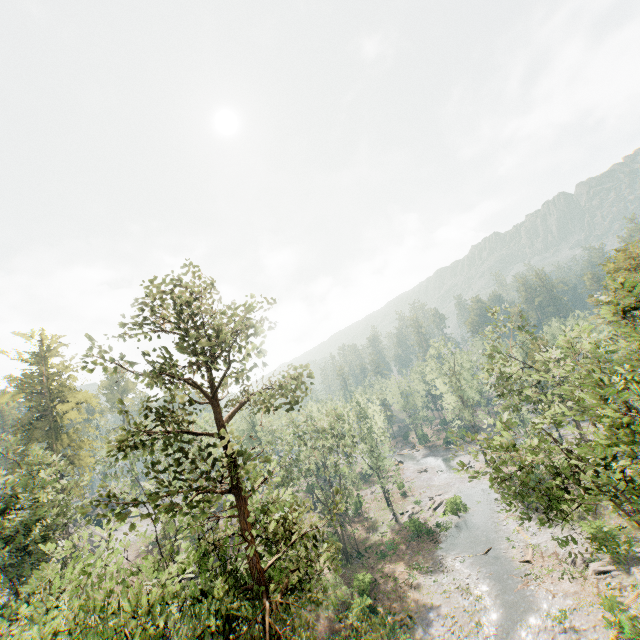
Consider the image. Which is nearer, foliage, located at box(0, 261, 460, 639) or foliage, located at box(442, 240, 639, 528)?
foliage, located at box(0, 261, 460, 639)

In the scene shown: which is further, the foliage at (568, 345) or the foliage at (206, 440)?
the foliage at (568, 345)

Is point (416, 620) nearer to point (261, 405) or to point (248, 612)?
point (248, 612)

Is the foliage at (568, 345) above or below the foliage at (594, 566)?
above

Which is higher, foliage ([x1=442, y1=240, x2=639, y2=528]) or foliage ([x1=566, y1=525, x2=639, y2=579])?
foliage ([x1=442, y1=240, x2=639, y2=528])
